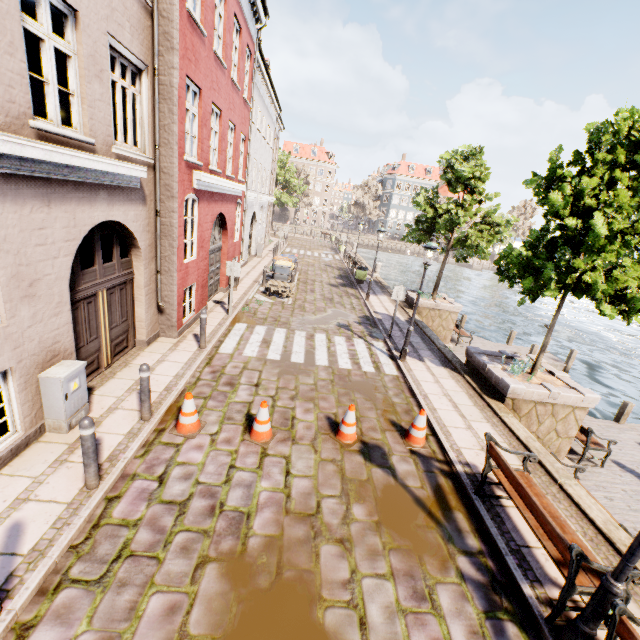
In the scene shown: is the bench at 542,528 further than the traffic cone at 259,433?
No

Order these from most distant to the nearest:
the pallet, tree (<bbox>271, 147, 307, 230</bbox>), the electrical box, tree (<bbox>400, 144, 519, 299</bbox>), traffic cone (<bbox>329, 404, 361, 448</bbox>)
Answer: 1. tree (<bbox>271, 147, 307, 230</bbox>)
2. the pallet
3. tree (<bbox>400, 144, 519, 299</bbox>)
4. traffic cone (<bbox>329, 404, 361, 448</bbox>)
5. the electrical box

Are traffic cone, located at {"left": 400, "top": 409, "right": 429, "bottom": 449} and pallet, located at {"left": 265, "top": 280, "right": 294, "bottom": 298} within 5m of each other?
no

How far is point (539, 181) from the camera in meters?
7.7 m

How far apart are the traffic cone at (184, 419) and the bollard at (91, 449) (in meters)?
1.32

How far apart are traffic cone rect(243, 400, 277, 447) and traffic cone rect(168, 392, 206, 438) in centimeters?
77cm

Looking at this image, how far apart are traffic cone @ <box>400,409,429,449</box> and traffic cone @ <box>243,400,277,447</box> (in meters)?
2.55

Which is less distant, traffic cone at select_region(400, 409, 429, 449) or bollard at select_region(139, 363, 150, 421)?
bollard at select_region(139, 363, 150, 421)
